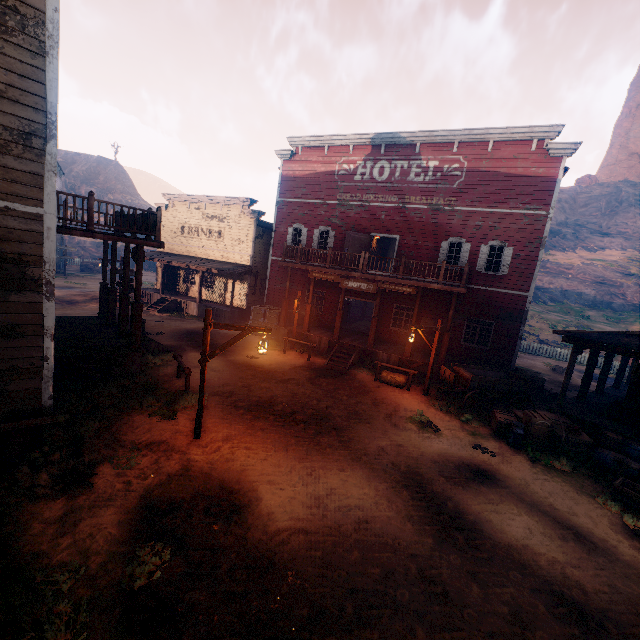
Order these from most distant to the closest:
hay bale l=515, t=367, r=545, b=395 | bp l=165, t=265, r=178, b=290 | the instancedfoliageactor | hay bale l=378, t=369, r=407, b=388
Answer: the instancedfoliageactor, bp l=165, t=265, r=178, b=290, hay bale l=515, t=367, r=545, b=395, hay bale l=378, t=369, r=407, b=388

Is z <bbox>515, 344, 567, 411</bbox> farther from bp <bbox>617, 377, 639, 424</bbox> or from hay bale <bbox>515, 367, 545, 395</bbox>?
bp <bbox>617, 377, 639, 424</bbox>

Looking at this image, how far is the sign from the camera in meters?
15.7 m

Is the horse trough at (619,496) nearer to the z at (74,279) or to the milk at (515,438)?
the z at (74,279)

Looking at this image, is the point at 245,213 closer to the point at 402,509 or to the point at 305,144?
the point at 305,144

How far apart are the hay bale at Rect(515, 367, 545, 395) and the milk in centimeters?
695cm

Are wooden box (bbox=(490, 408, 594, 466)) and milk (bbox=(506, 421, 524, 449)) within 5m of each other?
yes

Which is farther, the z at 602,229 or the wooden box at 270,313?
the z at 602,229
